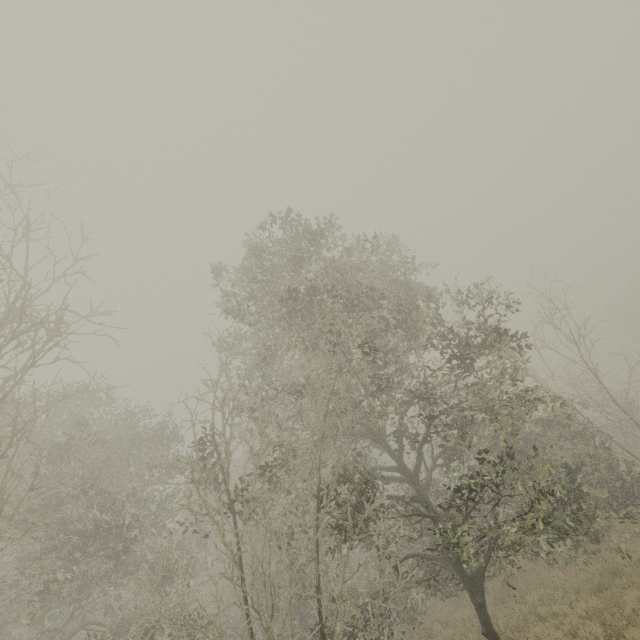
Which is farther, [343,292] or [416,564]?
[416,564]
